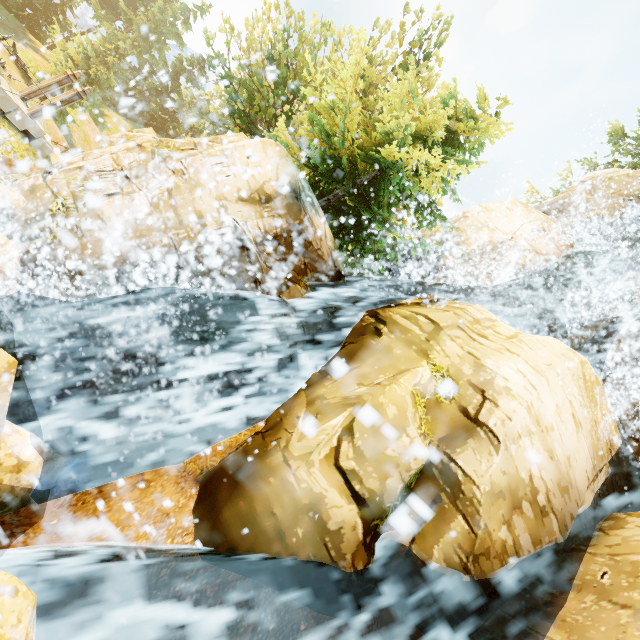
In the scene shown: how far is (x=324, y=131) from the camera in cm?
1021

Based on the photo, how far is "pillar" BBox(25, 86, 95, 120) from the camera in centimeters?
1270cm

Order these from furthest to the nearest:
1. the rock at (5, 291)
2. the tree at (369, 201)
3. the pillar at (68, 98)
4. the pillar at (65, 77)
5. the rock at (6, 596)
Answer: the pillar at (65, 77)
the pillar at (68, 98)
the tree at (369, 201)
the rock at (5, 291)
the rock at (6, 596)

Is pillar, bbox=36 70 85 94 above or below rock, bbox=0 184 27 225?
above

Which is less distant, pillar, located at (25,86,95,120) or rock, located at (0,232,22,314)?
rock, located at (0,232,22,314)

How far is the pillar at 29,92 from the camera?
13.1m

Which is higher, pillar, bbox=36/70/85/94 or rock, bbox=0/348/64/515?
pillar, bbox=36/70/85/94

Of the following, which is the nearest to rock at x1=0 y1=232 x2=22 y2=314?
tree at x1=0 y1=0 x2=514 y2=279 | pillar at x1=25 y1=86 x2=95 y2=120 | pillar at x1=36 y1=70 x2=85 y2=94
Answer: tree at x1=0 y1=0 x2=514 y2=279
